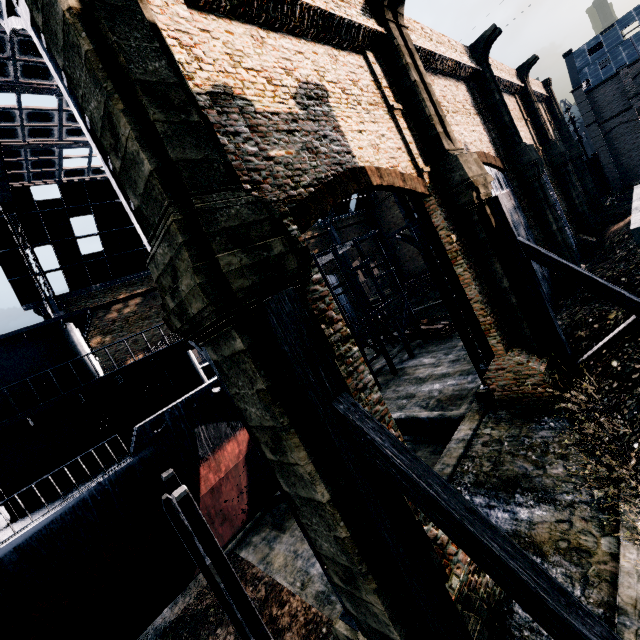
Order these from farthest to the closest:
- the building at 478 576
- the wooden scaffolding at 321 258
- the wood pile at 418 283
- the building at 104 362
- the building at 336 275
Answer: the building at 336 275 < the wood pile at 418 283 < the building at 104 362 < the wooden scaffolding at 321 258 < the building at 478 576

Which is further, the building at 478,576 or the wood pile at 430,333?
the wood pile at 430,333

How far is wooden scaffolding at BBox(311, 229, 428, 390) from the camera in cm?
2516

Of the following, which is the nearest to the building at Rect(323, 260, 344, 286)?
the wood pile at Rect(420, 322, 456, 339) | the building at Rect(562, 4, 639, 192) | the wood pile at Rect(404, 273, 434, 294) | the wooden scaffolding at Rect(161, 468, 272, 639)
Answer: the wooden scaffolding at Rect(161, 468, 272, 639)

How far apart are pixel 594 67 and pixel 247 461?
65.51m

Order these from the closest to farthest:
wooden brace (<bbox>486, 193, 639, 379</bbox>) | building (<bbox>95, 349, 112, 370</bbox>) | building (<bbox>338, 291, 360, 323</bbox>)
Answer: wooden brace (<bbox>486, 193, 639, 379</bbox>) → building (<bbox>95, 349, 112, 370</bbox>) → building (<bbox>338, 291, 360, 323</bbox>)

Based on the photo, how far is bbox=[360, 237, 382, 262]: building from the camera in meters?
56.9 m
